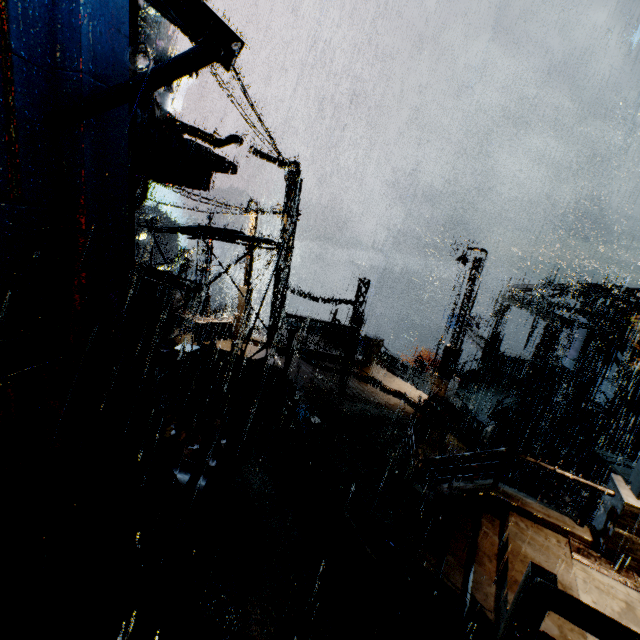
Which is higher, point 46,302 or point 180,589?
point 46,302

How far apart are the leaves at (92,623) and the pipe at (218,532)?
1.69m

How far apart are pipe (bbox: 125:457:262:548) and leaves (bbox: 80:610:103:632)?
1.7m

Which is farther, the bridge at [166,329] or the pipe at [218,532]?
the bridge at [166,329]

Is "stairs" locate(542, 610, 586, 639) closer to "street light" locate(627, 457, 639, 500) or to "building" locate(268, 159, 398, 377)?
"building" locate(268, 159, 398, 377)

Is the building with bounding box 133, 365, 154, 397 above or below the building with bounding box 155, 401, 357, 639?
above

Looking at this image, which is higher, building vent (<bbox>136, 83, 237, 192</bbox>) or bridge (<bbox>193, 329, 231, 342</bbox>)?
building vent (<bbox>136, 83, 237, 192</bbox>)

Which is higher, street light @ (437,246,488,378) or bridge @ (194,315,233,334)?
street light @ (437,246,488,378)
